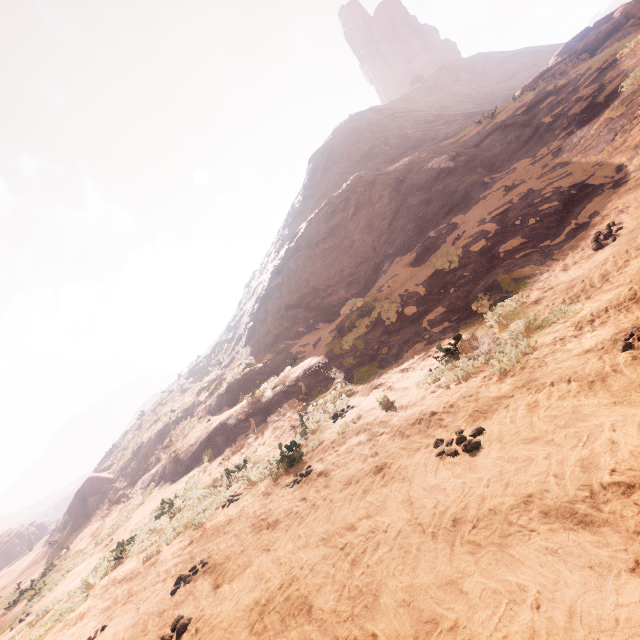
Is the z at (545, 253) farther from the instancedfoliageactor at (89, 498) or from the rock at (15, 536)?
the rock at (15, 536)

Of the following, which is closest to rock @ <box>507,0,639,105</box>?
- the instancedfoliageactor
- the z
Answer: the z

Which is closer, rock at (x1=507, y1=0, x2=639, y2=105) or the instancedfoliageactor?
rock at (x1=507, y1=0, x2=639, y2=105)

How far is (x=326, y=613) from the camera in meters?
3.5

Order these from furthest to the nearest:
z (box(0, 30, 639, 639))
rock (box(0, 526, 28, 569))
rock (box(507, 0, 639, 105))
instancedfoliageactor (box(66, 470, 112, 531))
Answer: rock (box(0, 526, 28, 569)), instancedfoliageactor (box(66, 470, 112, 531)), rock (box(507, 0, 639, 105)), z (box(0, 30, 639, 639))

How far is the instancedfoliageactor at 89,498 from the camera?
24.9m

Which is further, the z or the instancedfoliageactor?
the instancedfoliageactor

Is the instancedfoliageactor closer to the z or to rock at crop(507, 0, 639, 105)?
the z
